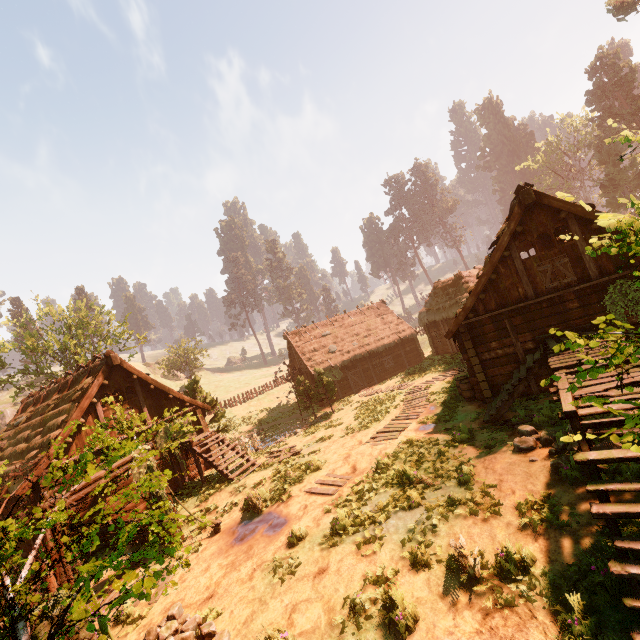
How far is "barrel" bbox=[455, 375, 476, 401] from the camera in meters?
14.8 m

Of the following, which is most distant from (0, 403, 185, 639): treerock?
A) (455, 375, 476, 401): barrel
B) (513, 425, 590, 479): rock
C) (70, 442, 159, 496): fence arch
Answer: (455, 375, 476, 401): barrel

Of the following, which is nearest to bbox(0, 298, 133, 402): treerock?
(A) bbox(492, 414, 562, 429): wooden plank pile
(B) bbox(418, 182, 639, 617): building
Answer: (B) bbox(418, 182, 639, 617): building

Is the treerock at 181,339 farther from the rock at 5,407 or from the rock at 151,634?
the rock at 5,407

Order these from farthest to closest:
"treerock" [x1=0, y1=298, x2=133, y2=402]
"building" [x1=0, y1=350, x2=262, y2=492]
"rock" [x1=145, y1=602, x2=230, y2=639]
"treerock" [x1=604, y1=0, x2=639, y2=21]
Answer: "treerock" [x1=604, y1=0, x2=639, y2=21], "treerock" [x1=0, y1=298, x2=133, y2=402], "building" [x1=0, y1=350, x2=262, y2=492], "rock" [x1=145, y1=602, x2=230, y2=639]

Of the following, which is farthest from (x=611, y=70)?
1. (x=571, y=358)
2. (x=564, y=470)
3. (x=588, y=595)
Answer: (x=588, y=595)

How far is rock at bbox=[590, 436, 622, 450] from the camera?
6.74m

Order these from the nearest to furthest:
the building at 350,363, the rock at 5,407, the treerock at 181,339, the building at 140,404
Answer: the building at 140,404
the treerock at 181,339
the building at 350,363
the rock at 5,407
